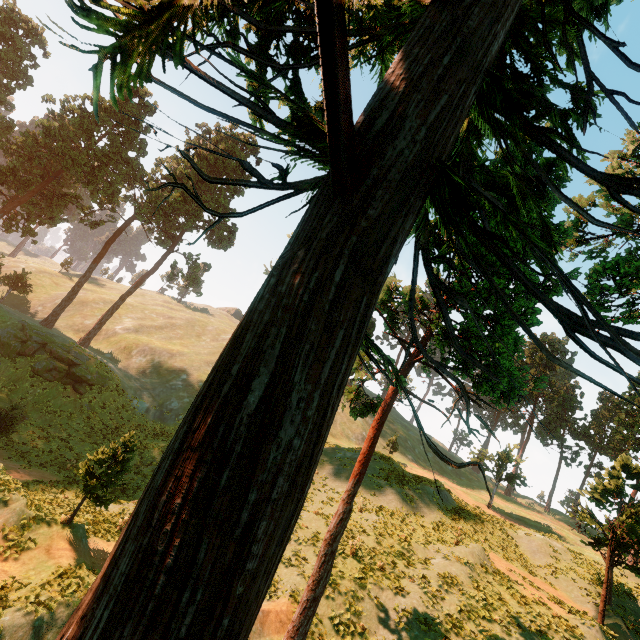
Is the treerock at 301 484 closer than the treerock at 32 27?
Yes

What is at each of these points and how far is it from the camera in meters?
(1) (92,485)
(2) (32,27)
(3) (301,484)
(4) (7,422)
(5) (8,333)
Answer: (1) treerock, 11.8
(2) treerock, 37.3
(3) treerock, 2.8
(4) treerock, 21.5
(5) rock, 28.2

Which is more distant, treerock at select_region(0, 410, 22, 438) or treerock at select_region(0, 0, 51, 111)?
treerock at select_region(0, 0, 51, 111)

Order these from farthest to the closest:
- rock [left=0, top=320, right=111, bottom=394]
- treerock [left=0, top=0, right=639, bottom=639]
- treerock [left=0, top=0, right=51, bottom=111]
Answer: treerock [left=0, top=0, right=51, bottom=111], rock [left=0, top=320, right=111, bottom=394], treerock [left=0, top=0, right=639, bottom=639]

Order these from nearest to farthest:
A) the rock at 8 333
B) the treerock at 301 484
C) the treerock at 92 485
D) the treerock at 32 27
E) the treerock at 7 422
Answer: the treerock at 301 484 < the treerock at 92 485 < the treerock at 7 422 < the rock at 8 333 < the treerock at 32 27

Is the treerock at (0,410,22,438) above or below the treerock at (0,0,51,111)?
below

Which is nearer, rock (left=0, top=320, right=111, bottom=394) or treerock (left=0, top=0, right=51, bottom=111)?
rock (left=0, top=320, right=111, bottom=394)
